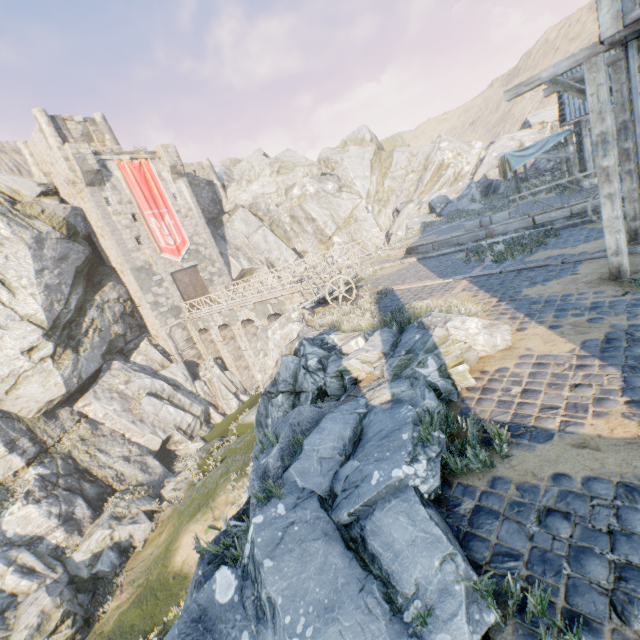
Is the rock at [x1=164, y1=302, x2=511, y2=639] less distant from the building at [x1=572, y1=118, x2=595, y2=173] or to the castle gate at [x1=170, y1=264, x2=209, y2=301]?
the building at [x1=572, y1=118, x2=595, y2=173]

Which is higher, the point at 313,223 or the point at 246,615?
the point at 313,223

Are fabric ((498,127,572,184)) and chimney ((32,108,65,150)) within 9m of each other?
no

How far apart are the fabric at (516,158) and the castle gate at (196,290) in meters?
25.3 m

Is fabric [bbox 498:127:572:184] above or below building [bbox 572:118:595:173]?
above

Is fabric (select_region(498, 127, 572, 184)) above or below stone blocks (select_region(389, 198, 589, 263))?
above

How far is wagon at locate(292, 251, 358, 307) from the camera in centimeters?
1159cm

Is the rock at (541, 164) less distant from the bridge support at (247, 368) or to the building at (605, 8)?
the bridge support at (247, 368)
